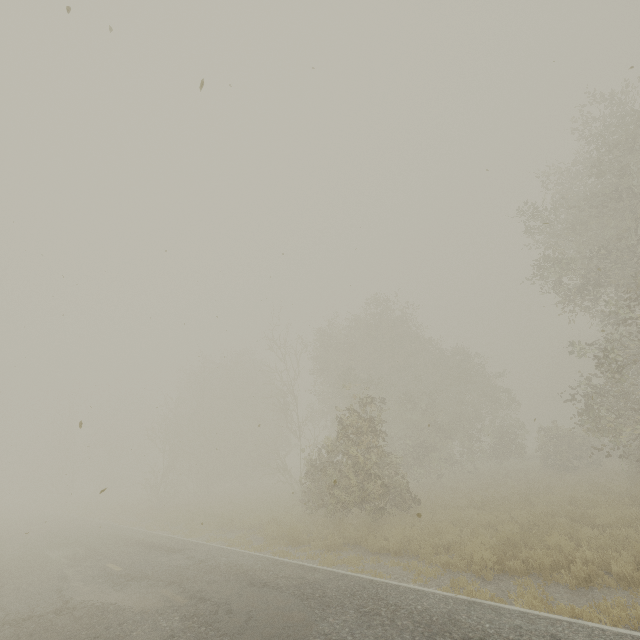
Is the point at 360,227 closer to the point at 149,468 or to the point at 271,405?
the point at 271,405
